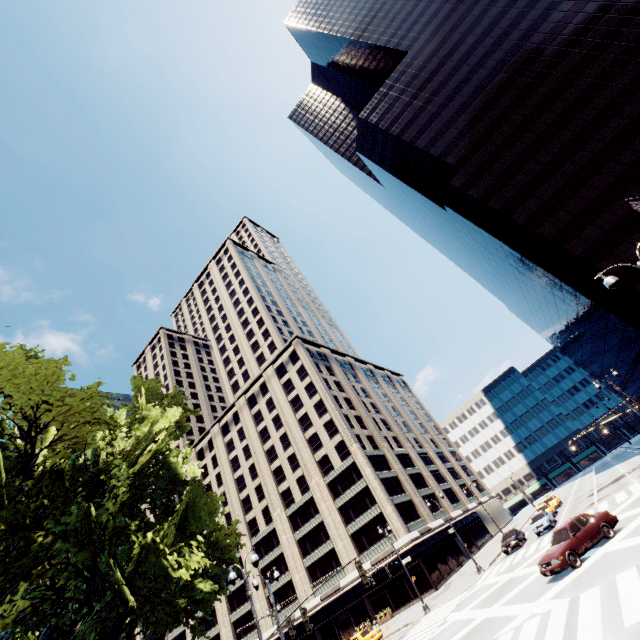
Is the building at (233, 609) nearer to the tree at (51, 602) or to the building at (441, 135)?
the tree at (51, 602)

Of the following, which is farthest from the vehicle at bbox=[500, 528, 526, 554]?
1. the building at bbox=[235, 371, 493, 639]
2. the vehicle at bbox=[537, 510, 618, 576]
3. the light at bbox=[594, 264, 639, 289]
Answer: the light at bbox=[594, 264, 639, 289]

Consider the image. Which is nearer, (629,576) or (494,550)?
(629,576)

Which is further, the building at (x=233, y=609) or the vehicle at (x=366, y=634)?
the building at (x=233, y=609)

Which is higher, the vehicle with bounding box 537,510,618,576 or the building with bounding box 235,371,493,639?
the building with bounding box 235,371,493,639

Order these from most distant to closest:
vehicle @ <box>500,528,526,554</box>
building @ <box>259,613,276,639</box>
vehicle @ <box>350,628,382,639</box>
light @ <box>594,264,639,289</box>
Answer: building @ <box>259,613,276,639</box> < vehicle @ <box>500,528,526,554</box> < vehicle @ <box>350,628,382,639</box> < light @ <box>594,264,639,289</box>

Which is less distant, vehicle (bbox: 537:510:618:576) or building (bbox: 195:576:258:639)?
vehicle (bbox: 537:510:618:576)

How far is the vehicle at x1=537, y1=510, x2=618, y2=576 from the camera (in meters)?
15.63
